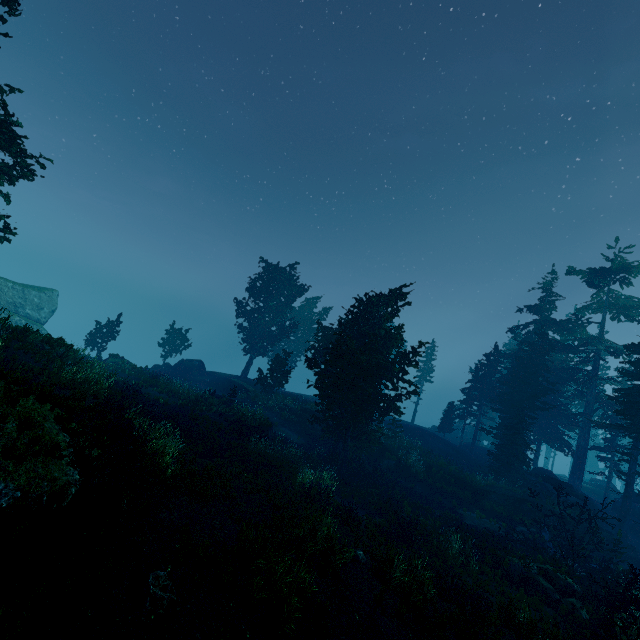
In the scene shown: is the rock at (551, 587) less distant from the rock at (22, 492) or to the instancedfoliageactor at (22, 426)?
the instancedfoliageactor at (22, 426)

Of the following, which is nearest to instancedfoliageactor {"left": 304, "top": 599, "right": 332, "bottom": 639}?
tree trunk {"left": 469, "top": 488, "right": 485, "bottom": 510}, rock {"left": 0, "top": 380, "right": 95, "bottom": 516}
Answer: rock {"left": 0, "top": 380, "right": 95, "bottom": 516}

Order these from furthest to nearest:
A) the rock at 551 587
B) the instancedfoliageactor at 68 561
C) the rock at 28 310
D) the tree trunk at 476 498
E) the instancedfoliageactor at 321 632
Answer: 1. the rock at 28 310
2. the tree trunk at 476 498
3. the rock at 551 587
4. the instancedfoliageactor at 321 632
5. the instancedfoliageactor at 68 561

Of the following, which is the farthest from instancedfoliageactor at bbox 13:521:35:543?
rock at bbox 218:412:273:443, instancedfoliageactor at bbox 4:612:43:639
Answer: instancedfoliageactor at bbox 4:612:43:639

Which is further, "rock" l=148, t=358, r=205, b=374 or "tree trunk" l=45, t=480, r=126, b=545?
"rock" l=148, t=358, r=205, b=374

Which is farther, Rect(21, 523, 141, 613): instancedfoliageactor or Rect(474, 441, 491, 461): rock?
Rect(474, 441, 491, 461): rock

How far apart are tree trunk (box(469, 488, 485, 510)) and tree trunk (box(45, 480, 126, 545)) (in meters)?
25.19

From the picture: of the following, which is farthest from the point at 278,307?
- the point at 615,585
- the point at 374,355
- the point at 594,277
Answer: the point at 594,277
